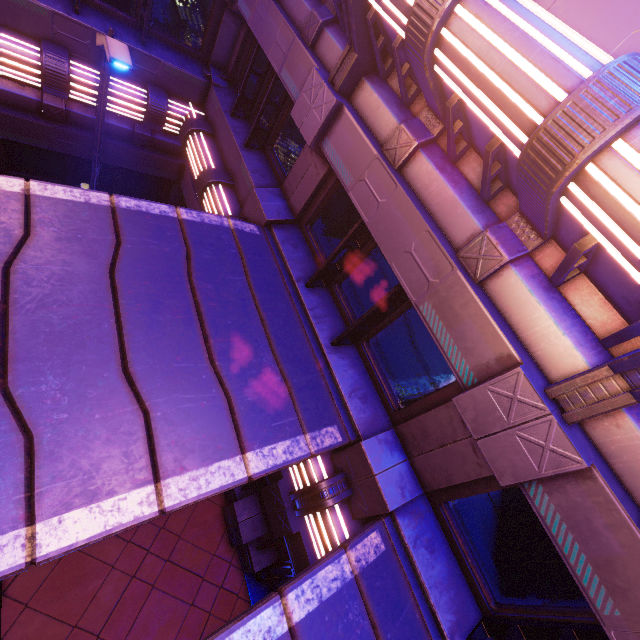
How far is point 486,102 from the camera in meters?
2.6
